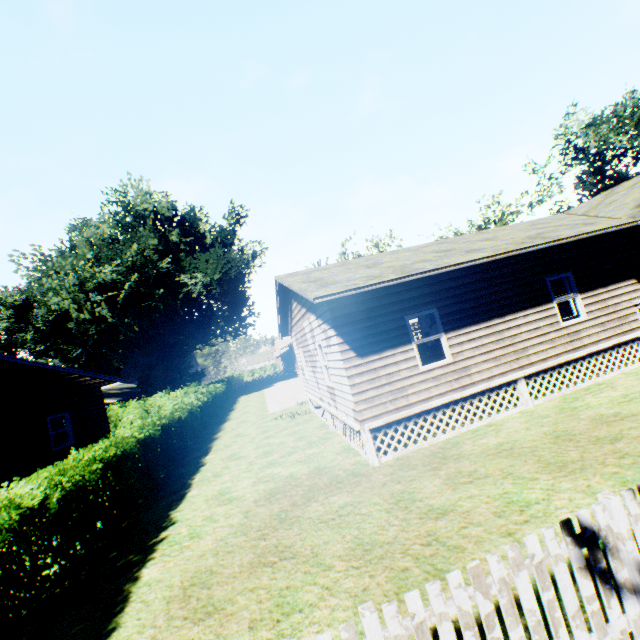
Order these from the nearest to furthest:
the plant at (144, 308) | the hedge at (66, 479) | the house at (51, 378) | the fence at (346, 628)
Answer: the fence at (346, 628) → the hedge at (66, 479) → the house at (51, 378) → the plant at (144, 308)

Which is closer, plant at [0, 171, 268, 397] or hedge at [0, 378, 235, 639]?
hedge at [0, 378, 235, 639]

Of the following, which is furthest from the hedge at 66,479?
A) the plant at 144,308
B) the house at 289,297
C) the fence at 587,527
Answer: the plant at 144,308

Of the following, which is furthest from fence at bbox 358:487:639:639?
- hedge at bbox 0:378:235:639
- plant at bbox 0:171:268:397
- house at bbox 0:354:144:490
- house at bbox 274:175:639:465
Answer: plant at bbox 0:171:268:397

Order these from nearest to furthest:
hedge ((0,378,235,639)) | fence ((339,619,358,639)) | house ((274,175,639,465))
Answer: fence ((339,619,358,639)) < hedge ((0,378,235,639)) < house ((274,175,639,465))

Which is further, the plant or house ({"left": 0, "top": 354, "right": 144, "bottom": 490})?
the plant

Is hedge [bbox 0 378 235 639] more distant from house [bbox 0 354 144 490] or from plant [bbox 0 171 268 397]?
plant [bbox 0 171 268 397]

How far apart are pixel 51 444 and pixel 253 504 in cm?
1283
